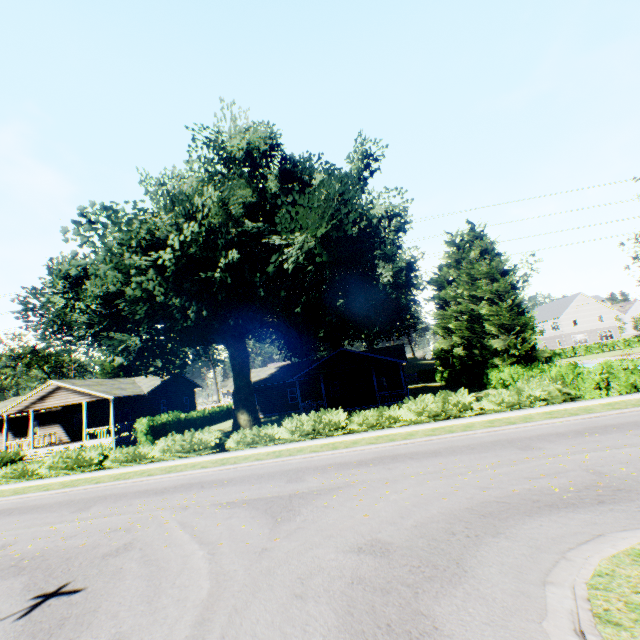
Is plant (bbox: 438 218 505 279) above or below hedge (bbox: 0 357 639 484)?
above

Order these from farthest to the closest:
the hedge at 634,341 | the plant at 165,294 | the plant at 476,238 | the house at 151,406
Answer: the hedge at 634,341
the plant at 476,238
the house at 151,406
the plant at 165,294

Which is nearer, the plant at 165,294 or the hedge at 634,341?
the plant at 165,294

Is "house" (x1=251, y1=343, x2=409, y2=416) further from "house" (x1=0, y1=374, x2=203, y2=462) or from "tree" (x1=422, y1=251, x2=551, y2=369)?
"house" (x1=0, y1=374, x2=203, y2=462)

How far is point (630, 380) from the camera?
16.5 meters

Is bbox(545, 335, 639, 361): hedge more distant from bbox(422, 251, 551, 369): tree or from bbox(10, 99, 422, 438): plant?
bbox(422, 251, 551, 369): tree

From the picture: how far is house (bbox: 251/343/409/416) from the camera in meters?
29.9

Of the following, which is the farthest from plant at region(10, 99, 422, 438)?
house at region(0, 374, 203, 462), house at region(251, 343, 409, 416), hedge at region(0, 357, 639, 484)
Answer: house at region(251, 343, 409, 416)
